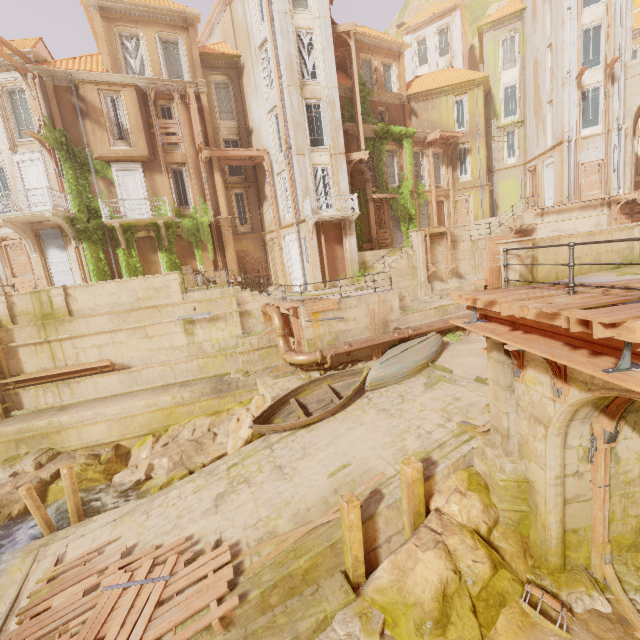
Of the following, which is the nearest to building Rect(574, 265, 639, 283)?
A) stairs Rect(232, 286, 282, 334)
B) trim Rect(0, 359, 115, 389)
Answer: stairs Rect(232, 286, 282, 334)

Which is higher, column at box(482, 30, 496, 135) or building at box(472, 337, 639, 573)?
column at box(482, 30, 496, 135)

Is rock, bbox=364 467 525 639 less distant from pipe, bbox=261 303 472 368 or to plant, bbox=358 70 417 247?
pipe, bbox=261 303 472 368

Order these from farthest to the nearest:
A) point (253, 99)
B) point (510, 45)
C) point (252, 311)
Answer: point (510, 45)
point (253, 99)
point (252, 311)

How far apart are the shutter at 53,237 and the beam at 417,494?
21.1m

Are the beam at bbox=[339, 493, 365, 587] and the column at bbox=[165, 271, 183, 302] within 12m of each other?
no

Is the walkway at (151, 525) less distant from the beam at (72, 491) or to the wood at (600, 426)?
the beam at (72, 491)

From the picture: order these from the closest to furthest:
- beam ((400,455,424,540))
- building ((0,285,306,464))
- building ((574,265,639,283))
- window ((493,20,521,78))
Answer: building ((574,265,639,283)) → beam ((400,455,424,540)) → building ((0,285,306,464)) → window ((493,20,521,78))
